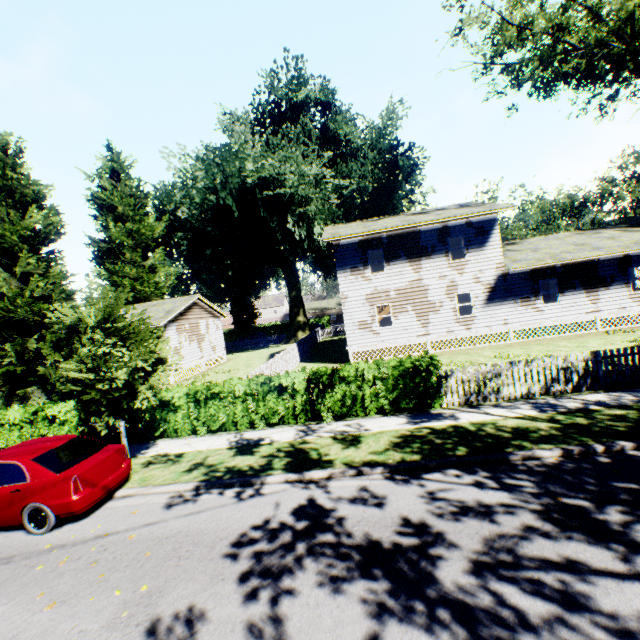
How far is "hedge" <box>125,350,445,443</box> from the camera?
10.4 meters

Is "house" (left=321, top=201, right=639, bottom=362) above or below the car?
above

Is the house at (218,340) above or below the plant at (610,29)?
below

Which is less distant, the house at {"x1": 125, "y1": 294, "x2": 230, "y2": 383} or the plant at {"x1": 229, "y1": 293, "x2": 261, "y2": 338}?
the house at {"x1": 125, "y1": 294, "x2": 230, "y2": 383}

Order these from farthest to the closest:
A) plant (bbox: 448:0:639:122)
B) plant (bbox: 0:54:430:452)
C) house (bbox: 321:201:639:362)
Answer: plant (bbox: 448:0:639:122) → house (bbox: 321:201:639:362) → plant (bbox: 0:54:430:452)

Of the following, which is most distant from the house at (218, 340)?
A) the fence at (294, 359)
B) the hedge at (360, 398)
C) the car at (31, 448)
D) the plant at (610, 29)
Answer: the car at (31, 448)

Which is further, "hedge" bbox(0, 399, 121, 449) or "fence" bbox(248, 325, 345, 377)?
"fence" bbox(248, 325, 345, 377)

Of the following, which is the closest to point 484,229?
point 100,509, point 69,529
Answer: point 100,509
